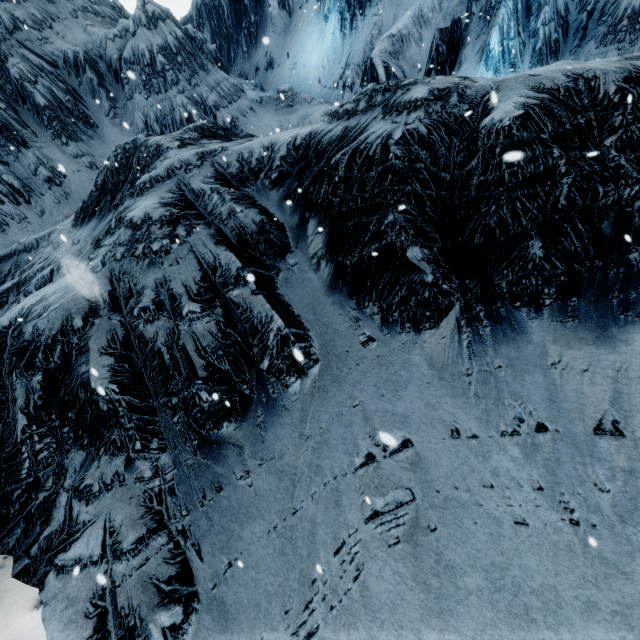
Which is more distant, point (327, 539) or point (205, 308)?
point (205, 308)
